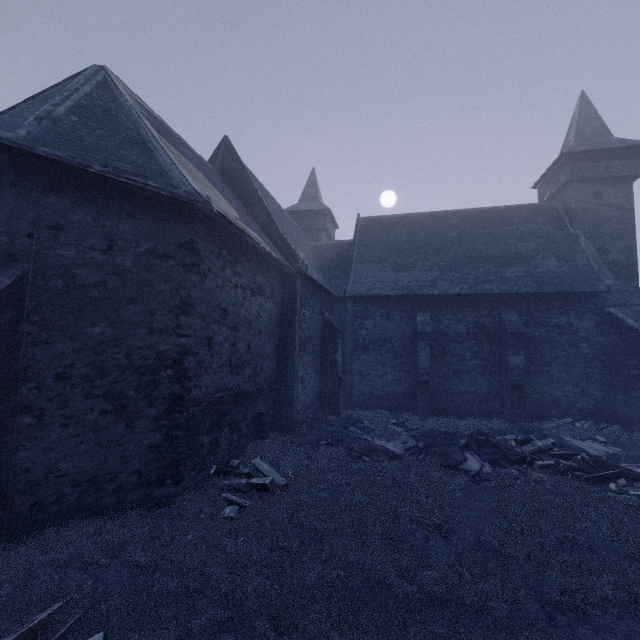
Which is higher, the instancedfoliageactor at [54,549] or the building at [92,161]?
the building at [92,161]

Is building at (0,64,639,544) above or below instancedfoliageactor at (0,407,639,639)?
above

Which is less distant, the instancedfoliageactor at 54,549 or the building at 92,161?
the instancedfoliageactor at 54,549

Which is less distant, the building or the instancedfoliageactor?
the instancedfoliageactor

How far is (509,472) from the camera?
9.0 meters
